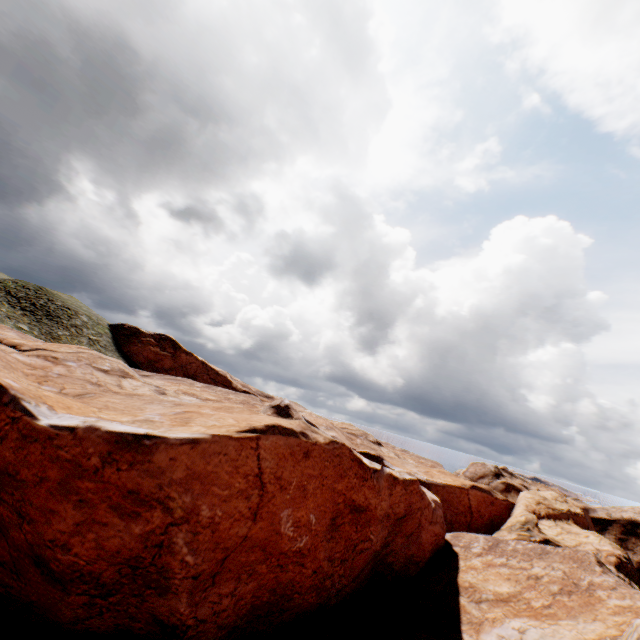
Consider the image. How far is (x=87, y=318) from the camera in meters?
50.1
